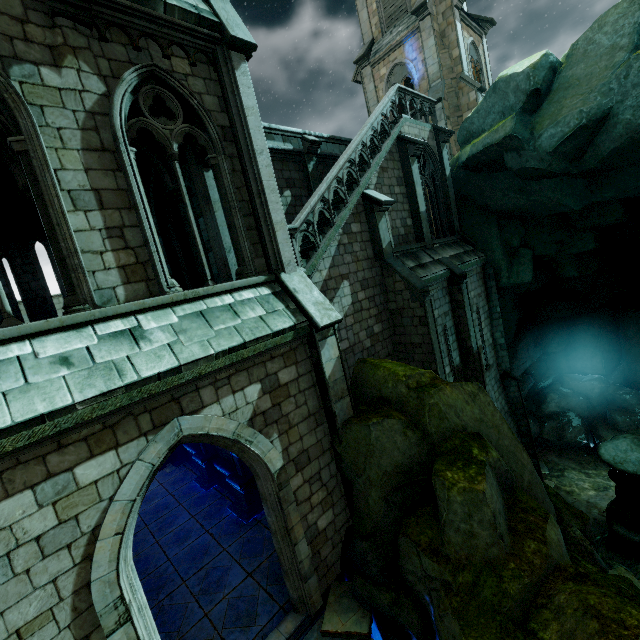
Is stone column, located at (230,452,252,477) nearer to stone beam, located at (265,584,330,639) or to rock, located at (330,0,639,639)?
rock, located at (330,0,639,639)

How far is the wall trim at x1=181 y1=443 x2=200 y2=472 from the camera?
14.27m

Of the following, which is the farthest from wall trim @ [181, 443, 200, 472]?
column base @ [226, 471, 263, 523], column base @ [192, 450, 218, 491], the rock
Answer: the rock

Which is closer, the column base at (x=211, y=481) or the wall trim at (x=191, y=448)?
the column base at (x=211, y=481)

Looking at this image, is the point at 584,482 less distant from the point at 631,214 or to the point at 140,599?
the point at 631,214

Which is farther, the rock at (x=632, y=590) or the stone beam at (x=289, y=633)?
the stone beam at (x=289, y=633)

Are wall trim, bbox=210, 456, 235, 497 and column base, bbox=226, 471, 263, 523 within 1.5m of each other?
yes

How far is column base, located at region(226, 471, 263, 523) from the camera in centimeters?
1045cm
